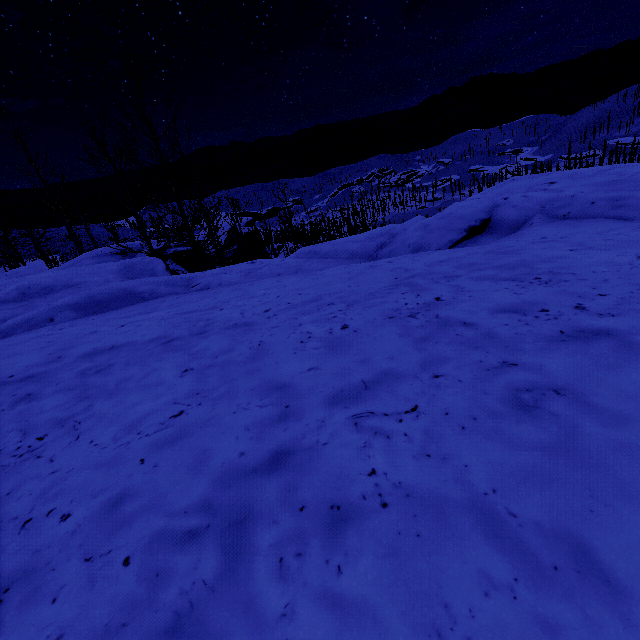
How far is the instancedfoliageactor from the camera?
14.60m

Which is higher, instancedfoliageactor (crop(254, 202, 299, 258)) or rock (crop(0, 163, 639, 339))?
rock (crop(0, 163, 639, 339))

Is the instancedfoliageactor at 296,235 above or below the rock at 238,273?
below

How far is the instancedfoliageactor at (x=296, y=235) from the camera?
14.6m

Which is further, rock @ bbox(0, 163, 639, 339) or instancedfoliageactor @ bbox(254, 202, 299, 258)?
instancedfoliageactor @ bbox(254, 202, 299, 258)

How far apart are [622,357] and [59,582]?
2.06m
